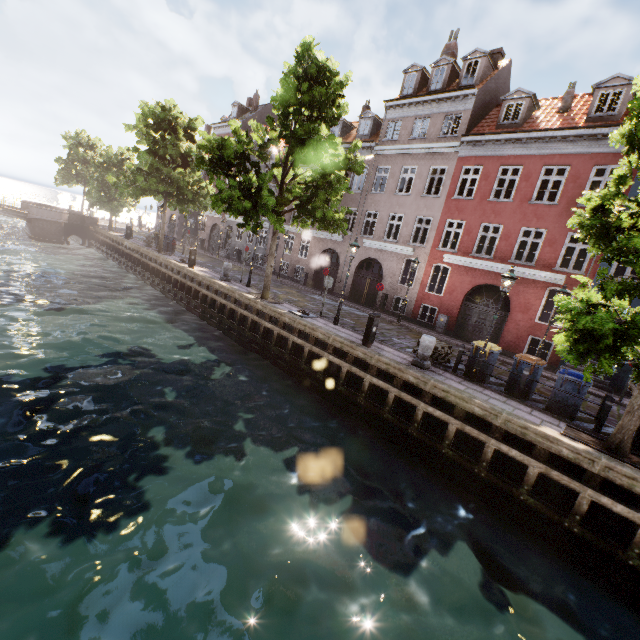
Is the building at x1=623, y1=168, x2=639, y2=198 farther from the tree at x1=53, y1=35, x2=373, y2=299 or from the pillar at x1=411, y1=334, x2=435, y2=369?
the pillar at x1=411, y1=334, x2=435, y2=369

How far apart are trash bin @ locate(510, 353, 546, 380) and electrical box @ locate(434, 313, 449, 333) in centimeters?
762cm

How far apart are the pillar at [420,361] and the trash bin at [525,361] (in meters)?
2.53

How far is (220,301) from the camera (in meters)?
17.11

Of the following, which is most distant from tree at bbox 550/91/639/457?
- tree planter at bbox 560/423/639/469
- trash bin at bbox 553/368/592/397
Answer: trash bin at bbox 553/368/592/397

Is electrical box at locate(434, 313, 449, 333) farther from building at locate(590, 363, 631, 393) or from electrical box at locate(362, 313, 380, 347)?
electrical box at locate(362, 313, 380, 347)

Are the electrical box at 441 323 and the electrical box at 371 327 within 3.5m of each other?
no

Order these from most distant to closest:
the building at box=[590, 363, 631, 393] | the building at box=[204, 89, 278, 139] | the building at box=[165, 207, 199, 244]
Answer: the building at box=[165, 207, 199, 244], the building at box=[204, 89, 278, 139], the building at box=[590, 363, 631, 393]
